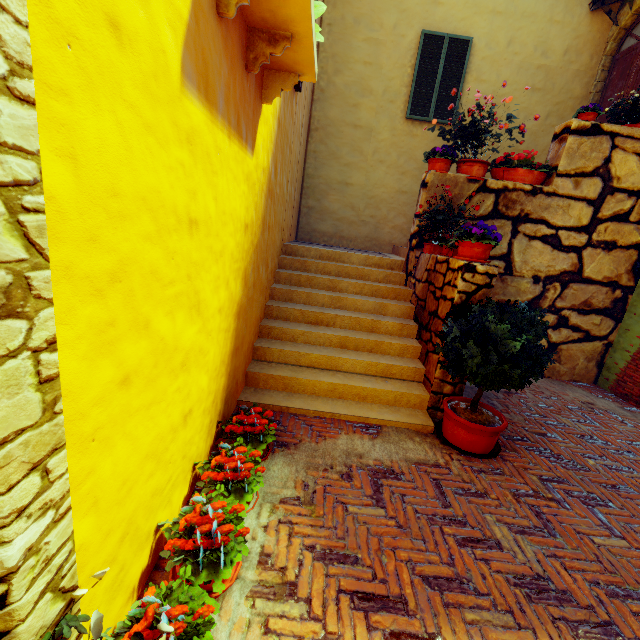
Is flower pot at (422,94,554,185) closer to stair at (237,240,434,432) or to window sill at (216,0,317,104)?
stair at (237,240,434,432)

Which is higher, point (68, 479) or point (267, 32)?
point (267, 32)

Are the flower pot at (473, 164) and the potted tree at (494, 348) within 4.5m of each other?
yes

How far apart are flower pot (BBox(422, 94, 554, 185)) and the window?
2.7m

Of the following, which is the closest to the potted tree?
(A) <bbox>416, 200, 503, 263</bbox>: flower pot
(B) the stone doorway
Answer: (A) <bbox>416, 200, 503, 263</bbox>: flower pot

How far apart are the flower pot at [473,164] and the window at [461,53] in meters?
2.7 m

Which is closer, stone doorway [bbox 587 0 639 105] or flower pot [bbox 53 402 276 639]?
flower pot [bbox 53 402 276 639]

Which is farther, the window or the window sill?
the window
